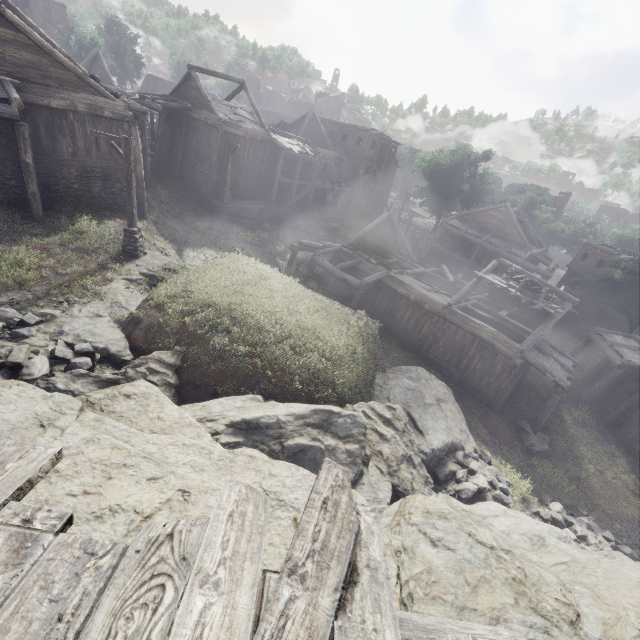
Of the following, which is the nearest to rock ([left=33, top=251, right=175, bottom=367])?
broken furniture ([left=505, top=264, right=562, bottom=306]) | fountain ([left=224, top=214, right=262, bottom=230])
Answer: fountain ([left=224, top=214, right=262, bottom=230])

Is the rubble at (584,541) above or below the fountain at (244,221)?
below

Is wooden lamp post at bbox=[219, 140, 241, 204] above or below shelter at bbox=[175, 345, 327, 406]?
above

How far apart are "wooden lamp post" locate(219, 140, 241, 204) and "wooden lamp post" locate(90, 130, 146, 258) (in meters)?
13.01

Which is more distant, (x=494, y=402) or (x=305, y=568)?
(x=494, y=402)

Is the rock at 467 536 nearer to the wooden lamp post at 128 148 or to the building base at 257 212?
the wooden lamp post at 128 148

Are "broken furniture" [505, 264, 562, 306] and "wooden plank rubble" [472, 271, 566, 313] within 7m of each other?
yes

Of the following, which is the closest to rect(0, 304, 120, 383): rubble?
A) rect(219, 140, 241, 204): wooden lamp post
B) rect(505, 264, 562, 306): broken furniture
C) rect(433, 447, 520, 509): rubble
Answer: rect(433, 447, 520, 509): rubble
